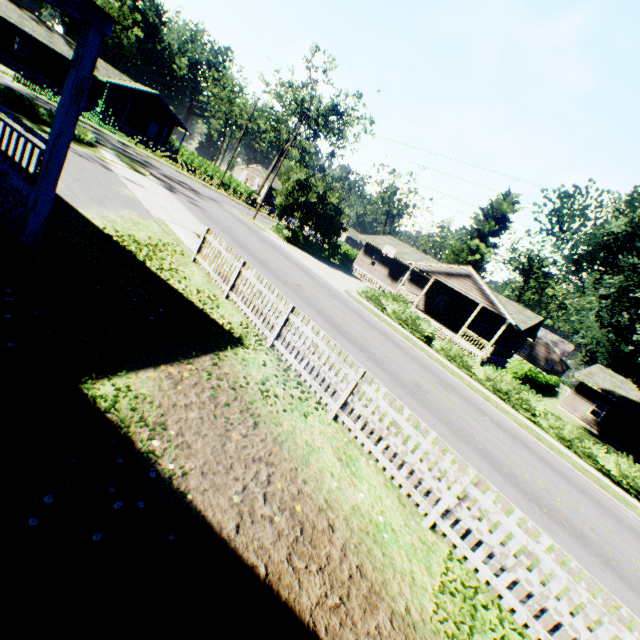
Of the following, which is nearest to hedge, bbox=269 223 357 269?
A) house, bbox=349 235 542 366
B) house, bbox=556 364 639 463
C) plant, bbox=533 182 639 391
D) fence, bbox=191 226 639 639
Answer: house, bbox=349 235 542 366

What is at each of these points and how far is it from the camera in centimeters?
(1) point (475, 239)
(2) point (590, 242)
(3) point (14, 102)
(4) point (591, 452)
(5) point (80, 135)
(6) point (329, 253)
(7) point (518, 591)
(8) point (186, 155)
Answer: (1) plant, 4572cm
(2) plant, 1738cm
(3) hedge, 1716cm
(4) hedge, 1588cm
(5) hedge, 1950cm
(6) hedge, 3900cm
(7) fence, 454cm
(8) hedge, 5938cm

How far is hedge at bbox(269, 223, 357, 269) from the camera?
32.4m

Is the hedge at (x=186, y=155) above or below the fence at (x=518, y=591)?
above

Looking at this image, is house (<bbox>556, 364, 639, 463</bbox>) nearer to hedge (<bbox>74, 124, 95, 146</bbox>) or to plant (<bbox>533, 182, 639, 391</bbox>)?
plant (<bbox>533, 182, 639, 391</bbox>)

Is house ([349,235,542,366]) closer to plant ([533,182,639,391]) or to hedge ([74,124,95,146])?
plant ([533,182,639,391])

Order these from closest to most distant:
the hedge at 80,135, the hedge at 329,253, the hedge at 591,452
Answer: the hedge at 591,452
the hedge at 80,135
the hedge at 329,253

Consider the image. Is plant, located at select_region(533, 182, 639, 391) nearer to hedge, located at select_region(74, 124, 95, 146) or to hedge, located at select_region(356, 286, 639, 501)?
hedge, located at select_region(356, 286, 639, 501)
